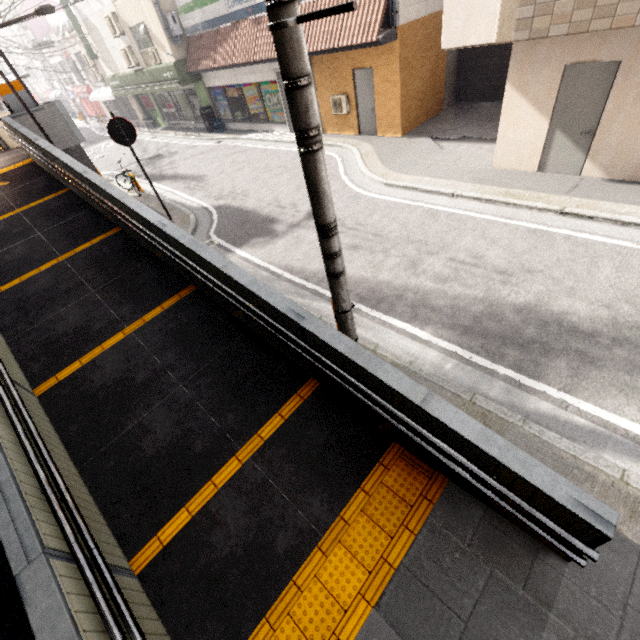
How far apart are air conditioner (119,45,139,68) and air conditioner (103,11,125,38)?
0.4 meters

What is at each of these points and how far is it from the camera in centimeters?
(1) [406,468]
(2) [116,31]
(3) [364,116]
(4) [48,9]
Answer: (1) groundtactileadastrip, 364cm
(2) air conditioner, 1705cm
(3) door, 1204cm
(4) street light, 842cm

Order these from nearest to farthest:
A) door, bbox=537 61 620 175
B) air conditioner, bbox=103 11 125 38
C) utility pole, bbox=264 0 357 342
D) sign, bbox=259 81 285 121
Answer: utility pole, bbox=264 0 357 342 < door, bbox=537 61 620 175 < sign, bbox=259 81 285 121 < air conditioner, bbox=103 11 125 38

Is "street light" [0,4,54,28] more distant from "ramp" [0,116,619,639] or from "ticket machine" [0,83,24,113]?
"ticket machine" [0,83,24,113]

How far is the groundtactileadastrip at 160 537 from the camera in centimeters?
336cm

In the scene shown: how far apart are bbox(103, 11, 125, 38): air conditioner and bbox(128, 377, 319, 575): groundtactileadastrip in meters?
22.8

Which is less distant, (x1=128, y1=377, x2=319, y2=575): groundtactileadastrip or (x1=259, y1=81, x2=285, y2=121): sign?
(x1=128, y1=377, x2=319, y2=575): groundtactileadastrip

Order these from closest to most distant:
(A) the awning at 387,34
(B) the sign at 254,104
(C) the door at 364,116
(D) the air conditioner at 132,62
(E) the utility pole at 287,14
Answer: (E) the utility pole at 287,14 → (A) the awning at 387,34 → (C) the door at 364,116 → (B) the sign at 254,104 → (D) the air conditioner at 132,62
